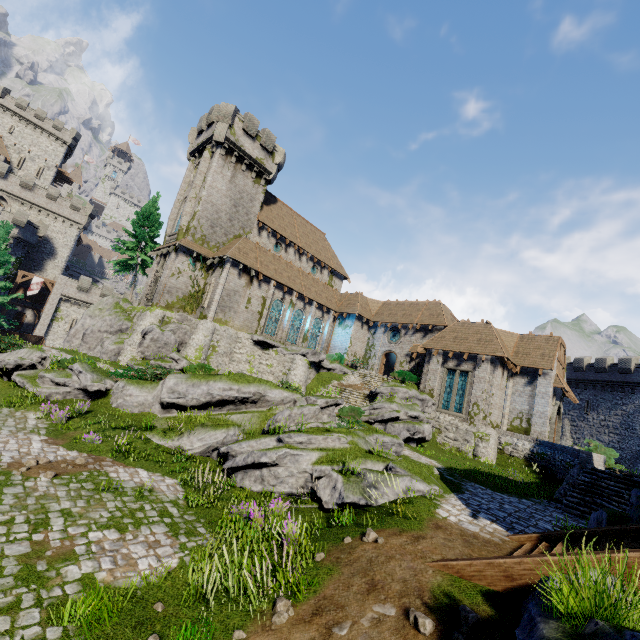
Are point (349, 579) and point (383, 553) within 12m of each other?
yes

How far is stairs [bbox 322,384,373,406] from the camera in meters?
25.5 m

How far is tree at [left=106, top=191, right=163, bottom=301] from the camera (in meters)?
34.09

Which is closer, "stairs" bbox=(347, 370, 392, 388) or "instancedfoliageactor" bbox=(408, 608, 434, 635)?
"instancedfoliageactor" bbox=(408, 608, 434, 635)

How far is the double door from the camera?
24.67m

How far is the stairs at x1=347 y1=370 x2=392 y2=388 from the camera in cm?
2938

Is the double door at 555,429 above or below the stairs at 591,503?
above

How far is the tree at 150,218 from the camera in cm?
3409
